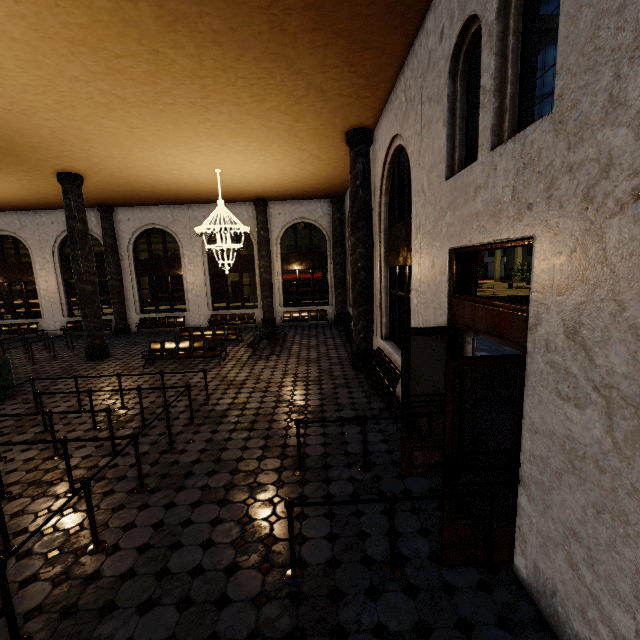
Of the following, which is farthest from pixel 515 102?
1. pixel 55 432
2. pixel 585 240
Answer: pixel 55 432
